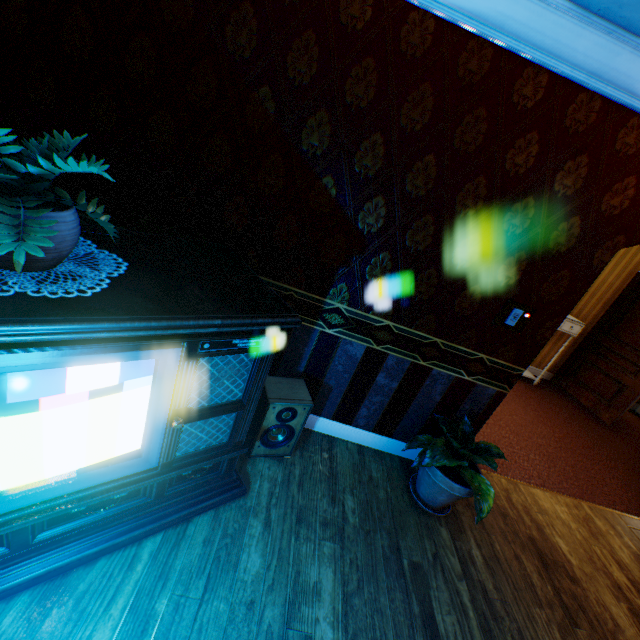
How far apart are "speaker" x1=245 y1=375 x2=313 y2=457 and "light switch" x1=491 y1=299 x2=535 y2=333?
1.55m

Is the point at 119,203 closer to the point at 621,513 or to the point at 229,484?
the point at 229,484

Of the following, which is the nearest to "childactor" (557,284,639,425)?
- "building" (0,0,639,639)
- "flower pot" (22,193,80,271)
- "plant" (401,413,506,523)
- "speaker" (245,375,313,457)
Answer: "building" (0,0,639,639)

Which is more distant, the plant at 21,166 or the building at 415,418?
the building at 415,418

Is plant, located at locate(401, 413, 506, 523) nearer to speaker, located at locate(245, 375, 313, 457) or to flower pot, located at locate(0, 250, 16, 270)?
speaker, located at locate(245, 375, 313, 457)

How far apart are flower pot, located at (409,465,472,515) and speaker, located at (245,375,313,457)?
1.05m

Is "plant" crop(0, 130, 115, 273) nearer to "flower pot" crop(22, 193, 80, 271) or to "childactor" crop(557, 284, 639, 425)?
"flower pot" crop(22, 193, 80, 271)

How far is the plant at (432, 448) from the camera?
2.3m
